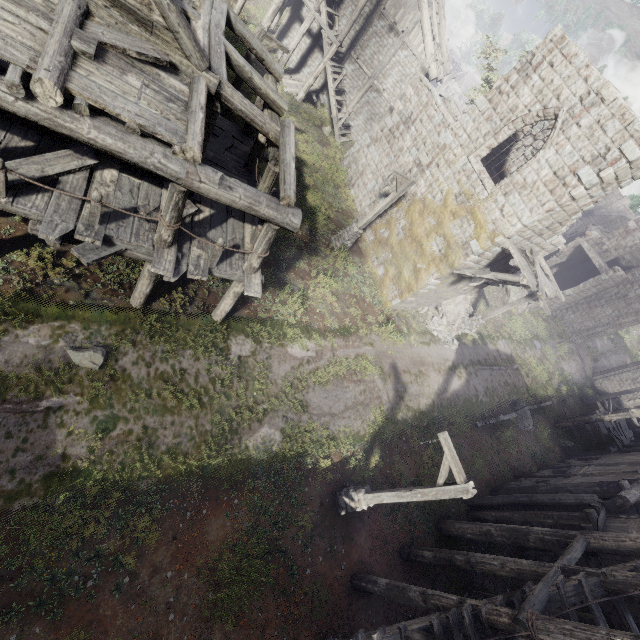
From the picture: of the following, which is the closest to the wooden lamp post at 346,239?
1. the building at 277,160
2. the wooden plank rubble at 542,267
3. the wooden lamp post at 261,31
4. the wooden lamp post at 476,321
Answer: the building at 277,160

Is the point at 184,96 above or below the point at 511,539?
above

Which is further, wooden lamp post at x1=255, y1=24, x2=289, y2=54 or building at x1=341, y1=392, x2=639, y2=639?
wooden lamp post at x1=255, y1=24, x2=289, y2=54

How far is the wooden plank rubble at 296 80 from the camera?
23.4m

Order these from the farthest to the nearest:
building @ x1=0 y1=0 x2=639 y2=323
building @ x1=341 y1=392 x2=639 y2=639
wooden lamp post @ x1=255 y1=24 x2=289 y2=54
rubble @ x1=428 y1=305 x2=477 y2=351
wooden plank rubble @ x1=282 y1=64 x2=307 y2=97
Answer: wooden plank rubble @ x1=282 y1=64 x2=307 y2=97 → rubble @ x1=428 y1=305 x2=477 y2=351 → wooden lamp post @ x1=255 y1=24 x2=289 y2=54 → building @ x1=341 y1=392 x2=639 y2=639 → building @ x1=0 y1=0 x2=639 y2=323

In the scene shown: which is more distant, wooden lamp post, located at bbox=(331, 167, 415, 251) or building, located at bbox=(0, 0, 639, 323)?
wooden lamp post, located at bbox=(331, 167, 415, 251)

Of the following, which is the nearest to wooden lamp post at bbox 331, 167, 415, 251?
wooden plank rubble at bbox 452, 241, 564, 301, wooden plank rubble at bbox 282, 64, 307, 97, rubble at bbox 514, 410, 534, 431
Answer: wooden plank rubble at bbox 452, 241, 564, 301

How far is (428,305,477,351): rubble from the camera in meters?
19.0
